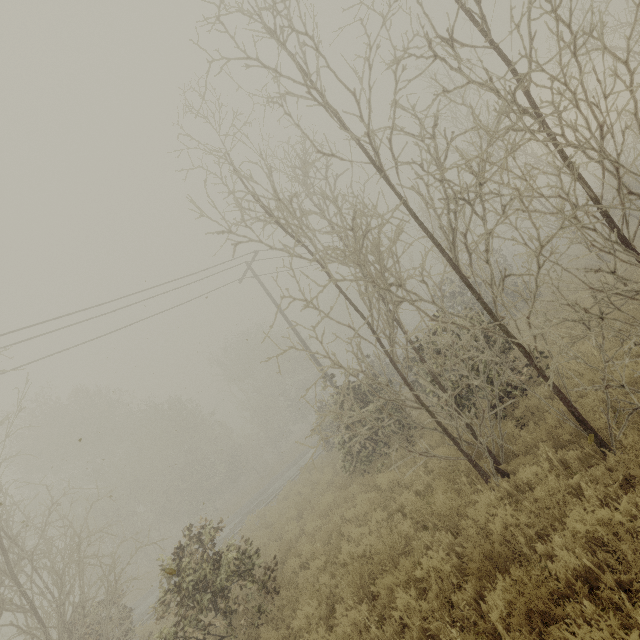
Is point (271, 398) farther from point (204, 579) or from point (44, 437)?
point (204, 579)
